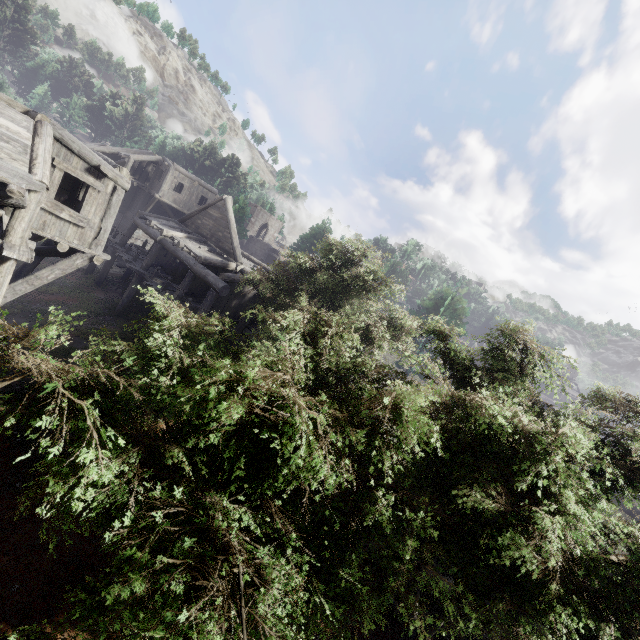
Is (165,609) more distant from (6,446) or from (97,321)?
(97,321)
